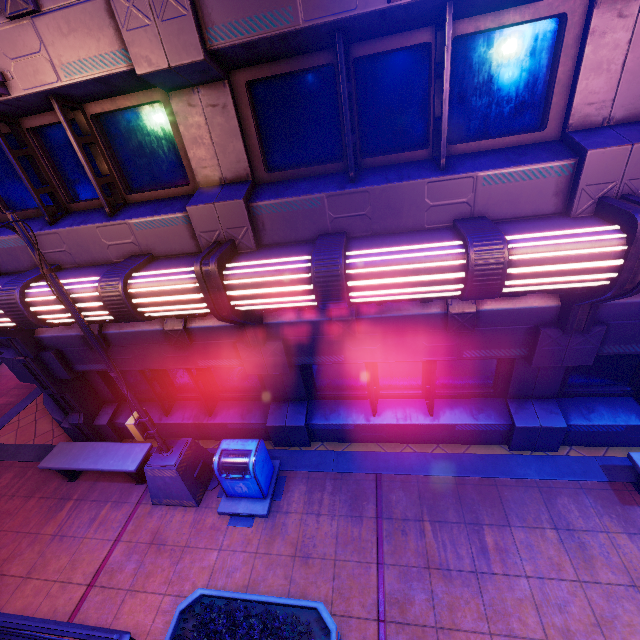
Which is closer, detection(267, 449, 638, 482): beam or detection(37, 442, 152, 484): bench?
detection(267, 449, 638, 482): beam

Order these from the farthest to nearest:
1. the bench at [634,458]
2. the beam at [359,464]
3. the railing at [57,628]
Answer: the beam at [359,464] → the bench at [634,458] → the railing at [57,628]

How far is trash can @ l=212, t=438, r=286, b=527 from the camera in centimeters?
599cm

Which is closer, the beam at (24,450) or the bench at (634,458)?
the bench at (634,458)

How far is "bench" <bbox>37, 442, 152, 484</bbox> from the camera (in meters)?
6.78

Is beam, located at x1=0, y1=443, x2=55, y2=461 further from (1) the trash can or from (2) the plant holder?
(2) the plant holder

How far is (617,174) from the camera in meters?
3.7 m

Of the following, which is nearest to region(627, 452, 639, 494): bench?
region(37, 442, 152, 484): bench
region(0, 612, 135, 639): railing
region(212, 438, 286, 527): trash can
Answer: region(212, 438, 286, 527): trash can
